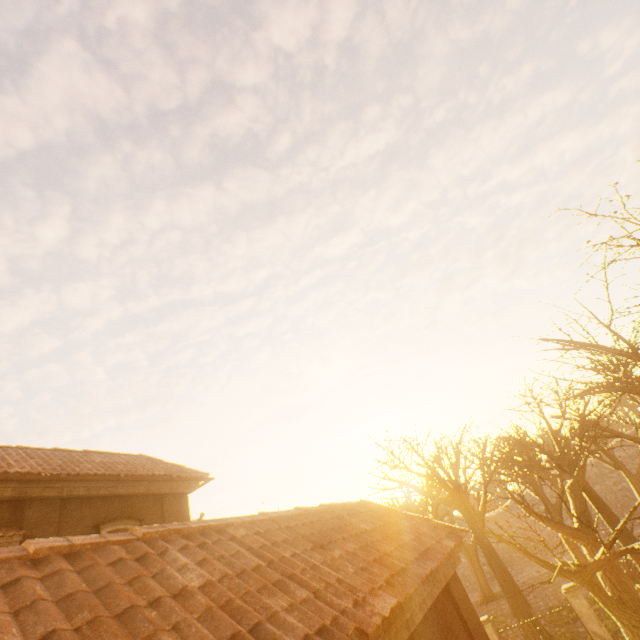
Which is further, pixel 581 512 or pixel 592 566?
pixel 581 512

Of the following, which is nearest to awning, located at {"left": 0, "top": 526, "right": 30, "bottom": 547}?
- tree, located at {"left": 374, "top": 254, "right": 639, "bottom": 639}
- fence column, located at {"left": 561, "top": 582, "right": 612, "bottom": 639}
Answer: tree, located at {"left": 374, "top": 254, "right": 639, "bottom": 639}

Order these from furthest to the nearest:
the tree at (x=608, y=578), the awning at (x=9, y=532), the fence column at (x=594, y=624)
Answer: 1. the fence column at (x=594, y=624)
2. the tree at (x=608, y=578)
3. the awning at (x=9, y=532)

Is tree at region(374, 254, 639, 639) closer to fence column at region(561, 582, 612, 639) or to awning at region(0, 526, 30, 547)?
fence column at region(561, 582, 612, 639)

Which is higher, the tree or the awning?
the awning

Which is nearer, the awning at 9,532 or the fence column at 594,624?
the awning at 9,532

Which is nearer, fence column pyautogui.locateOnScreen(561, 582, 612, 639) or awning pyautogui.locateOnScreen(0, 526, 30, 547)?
awning pyautogui.locateOnScreen(0, 526, 30, 547)
